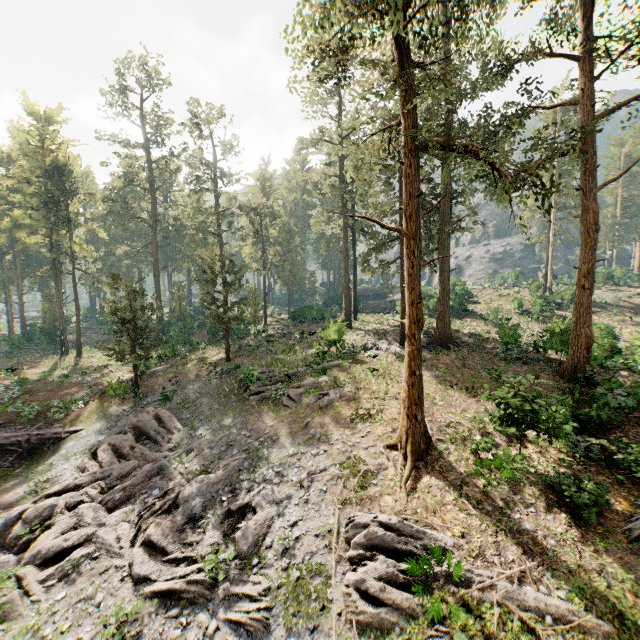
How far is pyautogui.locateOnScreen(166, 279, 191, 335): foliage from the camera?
46.75m

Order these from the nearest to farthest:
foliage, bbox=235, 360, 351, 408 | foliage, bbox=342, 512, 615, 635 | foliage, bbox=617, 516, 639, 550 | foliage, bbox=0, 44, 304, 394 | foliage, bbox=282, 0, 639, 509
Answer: foliage, bbox=342, 512, 615, 635, foliage, bbox=617, 516, 639, 550, foliage, bbox=282, 0, 639, 509, foliage, bbox=235, 360, 351, 408, foliage, bbox=0, 44, 304, 394

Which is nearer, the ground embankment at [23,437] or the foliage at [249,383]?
the foliage at [249,383]

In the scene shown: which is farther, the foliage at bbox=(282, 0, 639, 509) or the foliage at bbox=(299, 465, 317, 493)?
the foliage at bbox=(299, 465, 317, 493)

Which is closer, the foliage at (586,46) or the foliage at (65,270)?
the foliage at (586,46)

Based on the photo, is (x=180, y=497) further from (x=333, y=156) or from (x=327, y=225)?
(x=333, y=156)
